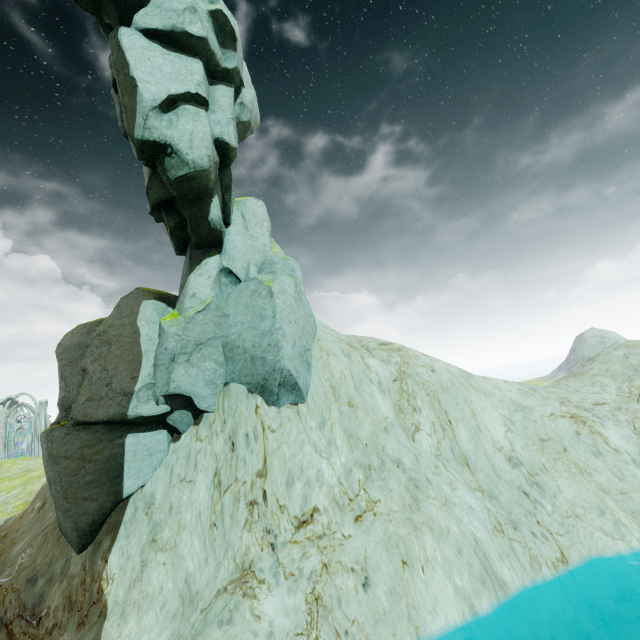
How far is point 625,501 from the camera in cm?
1355

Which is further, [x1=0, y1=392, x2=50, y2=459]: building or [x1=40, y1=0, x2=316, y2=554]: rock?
[x1=0, y1=392, x2=50, y2=459]: building

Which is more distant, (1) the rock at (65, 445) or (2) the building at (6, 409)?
(2) the building at (6, 409)
